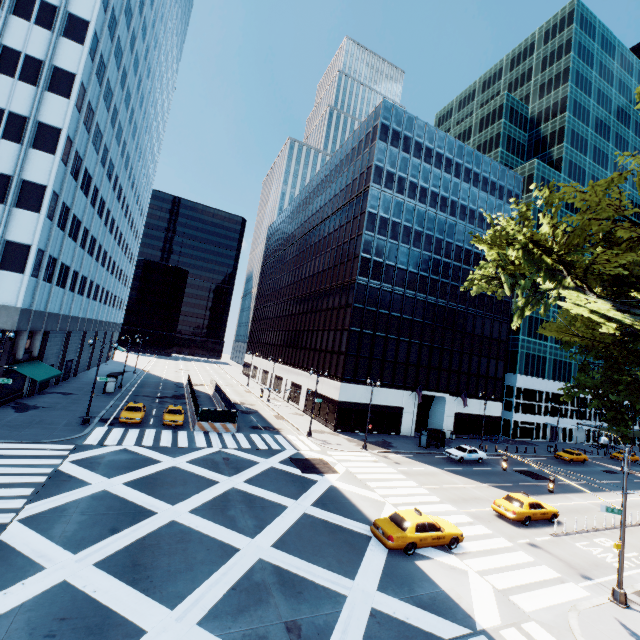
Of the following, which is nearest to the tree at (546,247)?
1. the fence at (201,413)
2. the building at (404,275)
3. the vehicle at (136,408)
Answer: the building at (404,275)

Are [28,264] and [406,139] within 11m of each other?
no

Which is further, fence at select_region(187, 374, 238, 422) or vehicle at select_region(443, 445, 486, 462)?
vehicle at select_region(443, 445, 486, 462)

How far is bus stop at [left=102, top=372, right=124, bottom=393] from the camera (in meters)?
40.28

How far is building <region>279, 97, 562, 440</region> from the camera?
42.41m

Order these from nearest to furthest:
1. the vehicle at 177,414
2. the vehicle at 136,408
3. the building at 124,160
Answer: the building at 124,160
the vehicle at 136,408
the vehicle at 177,414

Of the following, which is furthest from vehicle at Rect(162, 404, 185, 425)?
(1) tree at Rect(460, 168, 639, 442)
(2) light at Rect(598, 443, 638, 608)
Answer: (1) tree at Rect(460, 168, 639, 442)

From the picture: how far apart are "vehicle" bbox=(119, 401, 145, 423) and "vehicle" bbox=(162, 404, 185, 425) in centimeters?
153cm
